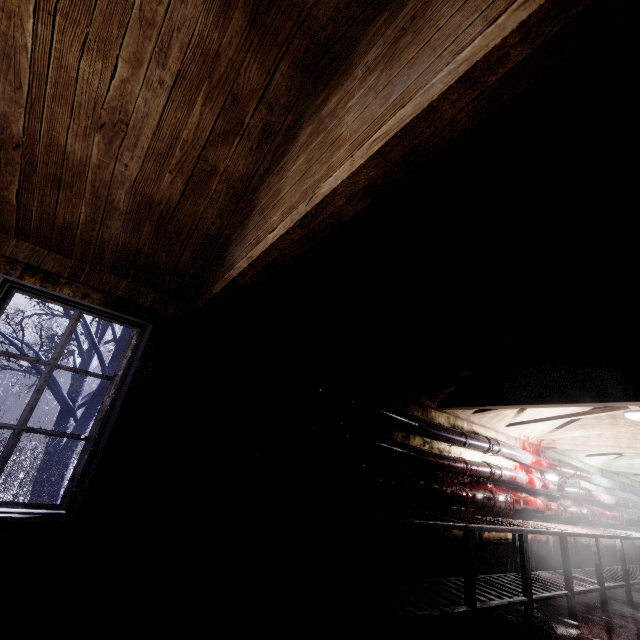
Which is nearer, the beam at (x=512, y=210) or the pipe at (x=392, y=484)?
the beam at (x=512, y=210)

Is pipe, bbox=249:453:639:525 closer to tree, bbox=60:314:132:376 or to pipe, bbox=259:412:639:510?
pipe, bbox=259:412:639:510

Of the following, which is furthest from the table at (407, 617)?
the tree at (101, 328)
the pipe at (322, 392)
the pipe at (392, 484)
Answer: the tree at (101, 328)

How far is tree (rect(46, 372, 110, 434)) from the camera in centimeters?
441cm

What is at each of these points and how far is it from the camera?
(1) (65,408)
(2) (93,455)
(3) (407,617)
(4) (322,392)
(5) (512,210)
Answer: (1) tree, 4.6 meters
(2) window, 2.1 meters
(3) table, 2.2 meters
(4) pipe, 2.9 meters
(5) beam, 1.4 meters

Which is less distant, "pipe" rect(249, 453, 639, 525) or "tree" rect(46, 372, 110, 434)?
"pipe" rect(249, 453, 639, 525)

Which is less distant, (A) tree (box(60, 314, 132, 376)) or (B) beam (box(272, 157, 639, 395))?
(B) beam (box(272, 157, 639, 395))

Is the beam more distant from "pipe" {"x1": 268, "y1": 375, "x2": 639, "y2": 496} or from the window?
the window
